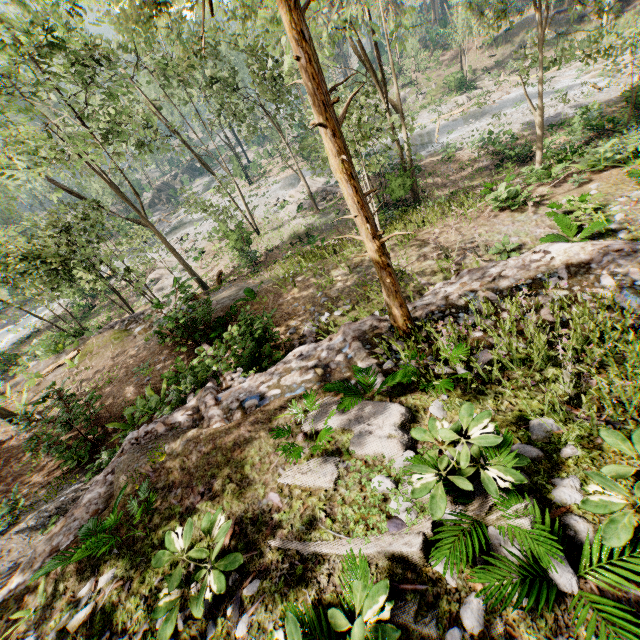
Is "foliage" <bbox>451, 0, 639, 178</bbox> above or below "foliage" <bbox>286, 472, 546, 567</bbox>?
below

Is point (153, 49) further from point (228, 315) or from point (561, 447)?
point (561, 447)

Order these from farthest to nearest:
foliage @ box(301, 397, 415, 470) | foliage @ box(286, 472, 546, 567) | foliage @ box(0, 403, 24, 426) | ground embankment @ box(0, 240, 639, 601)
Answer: foliage @ box(0, 403, 24, 426)
ground embankment @ box(0, 240, 639, 601)
foliage @ box(301, 397, 415, 470)
foliage @ box(286, 472, 546, 567)

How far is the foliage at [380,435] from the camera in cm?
449

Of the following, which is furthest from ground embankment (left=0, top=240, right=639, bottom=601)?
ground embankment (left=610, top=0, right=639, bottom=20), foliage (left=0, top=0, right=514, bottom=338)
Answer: ground embankment (left=610, top=0, right=639, bottom=20)

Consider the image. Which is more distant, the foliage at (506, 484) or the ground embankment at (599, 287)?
the ground embankment at (599, 287)

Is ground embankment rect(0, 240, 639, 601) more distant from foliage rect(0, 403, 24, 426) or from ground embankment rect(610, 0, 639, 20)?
ground embankment rect(610, 0, 639, 20)
